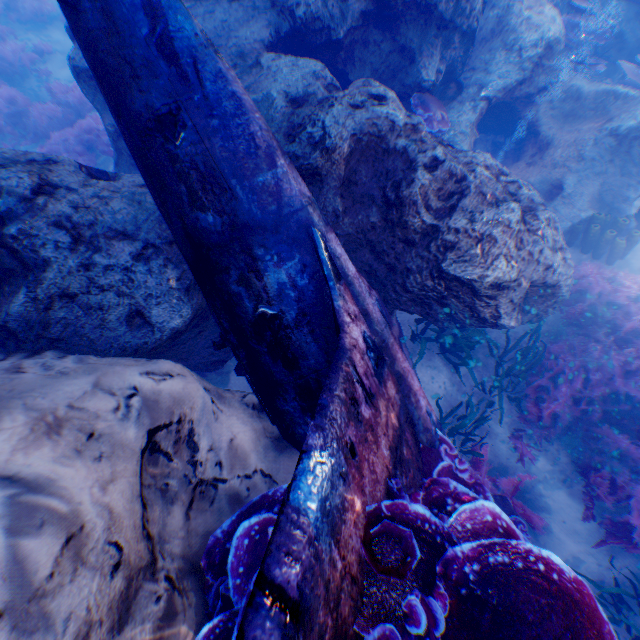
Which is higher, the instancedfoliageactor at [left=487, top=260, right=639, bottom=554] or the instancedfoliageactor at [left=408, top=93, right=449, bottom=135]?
the instancedfoliageactor at [left=408, top=93, right=449, bottom=135]

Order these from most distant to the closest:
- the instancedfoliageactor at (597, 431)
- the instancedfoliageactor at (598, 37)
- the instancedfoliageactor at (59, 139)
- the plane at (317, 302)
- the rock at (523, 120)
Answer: the instancedfoliageactor at (59, 139) < the instancedfoliageactor at (598, 37) < the instancedfoliageactor at (597, 431) < the rock at (523, 120) < the plane at (317, 302)

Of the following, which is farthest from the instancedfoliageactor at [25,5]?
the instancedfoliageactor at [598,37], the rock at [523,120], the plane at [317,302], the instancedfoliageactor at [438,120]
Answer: the instancedfoliageactor at [598,37]

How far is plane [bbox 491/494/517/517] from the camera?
3.52m

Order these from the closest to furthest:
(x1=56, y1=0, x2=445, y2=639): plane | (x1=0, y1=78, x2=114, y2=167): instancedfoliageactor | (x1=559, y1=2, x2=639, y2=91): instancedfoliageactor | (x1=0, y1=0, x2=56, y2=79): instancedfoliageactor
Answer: (x1=56, y1=0, x2=445, y2=639): plane
(x1=559, y1=2, x2=639, y2=91): instancedfoliageactor
(x1=0, y1=78, x2=114, y2=167): instancedfoliageactor
(x1=0, y1=0, x2=56, y2=79): instancedfoliageactor

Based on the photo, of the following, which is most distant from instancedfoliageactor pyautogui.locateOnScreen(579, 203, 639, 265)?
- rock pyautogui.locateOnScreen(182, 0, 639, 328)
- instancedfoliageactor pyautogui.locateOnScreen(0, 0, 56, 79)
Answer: instancedfoliageactor pyautogui.locateOnScreen(0, 0, 56, 79)

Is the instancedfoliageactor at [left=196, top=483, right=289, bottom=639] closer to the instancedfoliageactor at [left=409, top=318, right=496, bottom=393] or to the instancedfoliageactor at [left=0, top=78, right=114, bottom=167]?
the instancedfoliageactor at [left=409, top=318, right=496, bottom=393]

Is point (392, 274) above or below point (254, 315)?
below
